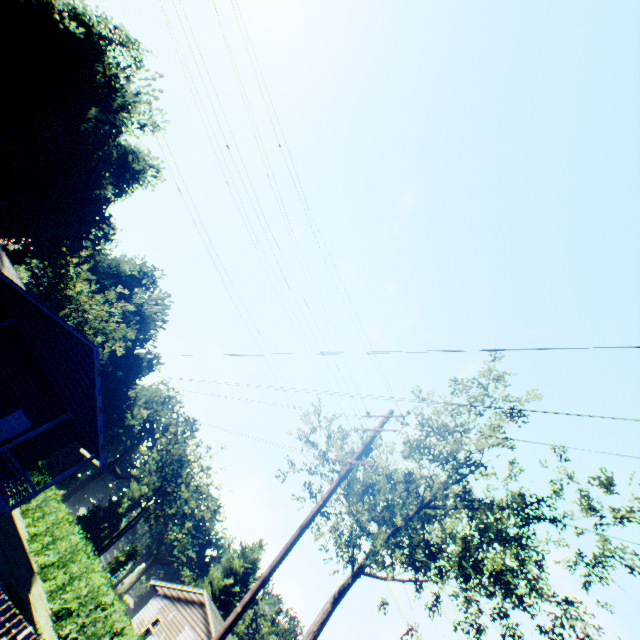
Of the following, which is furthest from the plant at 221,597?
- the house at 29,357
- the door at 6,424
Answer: the door at 6,424

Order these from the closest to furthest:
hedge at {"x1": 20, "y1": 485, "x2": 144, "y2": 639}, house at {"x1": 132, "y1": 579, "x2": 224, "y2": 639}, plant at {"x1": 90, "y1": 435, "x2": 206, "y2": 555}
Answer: hedge at {"x1": 20, "y1": 485, "x2": 144, "y2": 639} < house at {"x1": 132, "y1": 579, "x2": 224, "y2": 639} < plant at {"x1": 90, "y1": 435, "x2": 206, "y2": 555}

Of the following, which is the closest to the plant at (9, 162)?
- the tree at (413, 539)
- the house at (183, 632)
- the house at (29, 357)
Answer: the house at (29, 357)

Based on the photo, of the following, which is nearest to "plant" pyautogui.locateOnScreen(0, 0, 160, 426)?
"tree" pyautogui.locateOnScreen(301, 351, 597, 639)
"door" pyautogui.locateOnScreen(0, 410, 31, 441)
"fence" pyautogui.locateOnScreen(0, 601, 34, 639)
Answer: "fence" pyautogui.locateOnScreen(0, 601, 34, 639)

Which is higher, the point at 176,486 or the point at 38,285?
the point at 176,486

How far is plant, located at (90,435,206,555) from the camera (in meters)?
51.08

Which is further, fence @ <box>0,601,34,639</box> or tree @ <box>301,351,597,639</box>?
tree @ <box>301,351,597,639</box>
